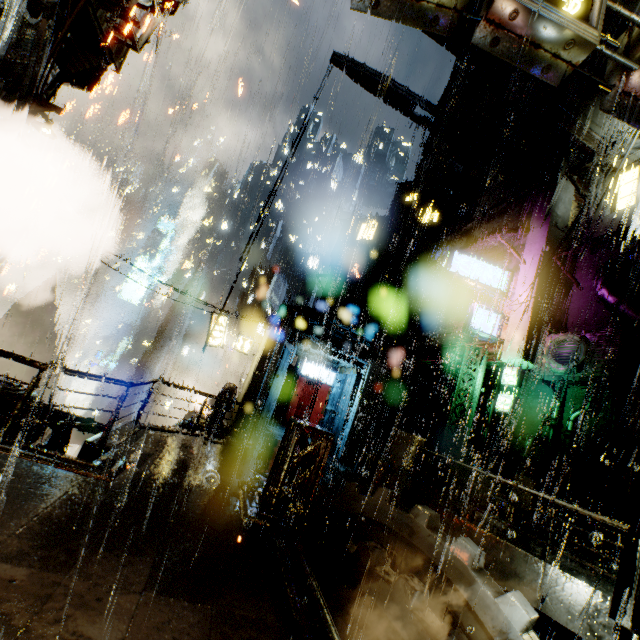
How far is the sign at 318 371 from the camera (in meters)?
22.16

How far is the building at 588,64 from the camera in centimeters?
1404cm

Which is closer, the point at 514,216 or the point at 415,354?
the point at 514,216

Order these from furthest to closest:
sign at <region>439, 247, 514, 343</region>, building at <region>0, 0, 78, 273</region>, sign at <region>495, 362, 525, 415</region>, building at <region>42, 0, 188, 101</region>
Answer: sign at <region>439, 247, 514, 343</region> → sign at <region>495, 362, 525, 415</region> → building at <region>42, 0, 188, 101</region> → building at <region>0, 0, 78, 273</region>

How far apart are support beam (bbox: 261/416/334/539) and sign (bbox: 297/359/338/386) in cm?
1274

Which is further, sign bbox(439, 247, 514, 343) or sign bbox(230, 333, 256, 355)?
sign bbox(230, 333, 256, 355)

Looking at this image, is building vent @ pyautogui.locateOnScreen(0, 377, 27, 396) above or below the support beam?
below

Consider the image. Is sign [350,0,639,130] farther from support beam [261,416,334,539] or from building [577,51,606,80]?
support beam [261,416,334,539]
